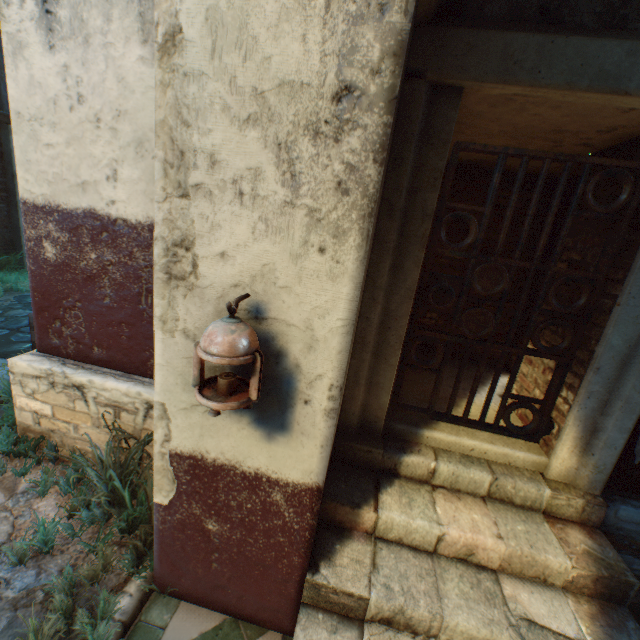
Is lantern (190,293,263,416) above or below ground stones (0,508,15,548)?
above

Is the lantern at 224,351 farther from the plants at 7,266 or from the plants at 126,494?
the plants at 7,266

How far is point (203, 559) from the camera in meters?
2.0 m

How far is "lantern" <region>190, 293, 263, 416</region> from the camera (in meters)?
1.28

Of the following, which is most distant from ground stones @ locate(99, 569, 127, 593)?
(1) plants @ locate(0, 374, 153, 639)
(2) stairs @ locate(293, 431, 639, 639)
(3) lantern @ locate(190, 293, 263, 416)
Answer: (3) lantern @ locate(190, 293, 263, 416)

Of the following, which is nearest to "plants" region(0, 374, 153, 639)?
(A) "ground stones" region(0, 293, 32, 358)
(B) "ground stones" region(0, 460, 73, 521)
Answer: (B) "ground stones" region(0, 460, 73, 521)

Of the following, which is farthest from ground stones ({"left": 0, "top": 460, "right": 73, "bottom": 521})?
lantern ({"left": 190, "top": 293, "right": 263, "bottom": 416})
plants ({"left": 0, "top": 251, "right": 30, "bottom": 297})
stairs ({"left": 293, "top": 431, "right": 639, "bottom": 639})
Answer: plants ({"left": 0, "top": 251, "right": 30, "bottom": 297})

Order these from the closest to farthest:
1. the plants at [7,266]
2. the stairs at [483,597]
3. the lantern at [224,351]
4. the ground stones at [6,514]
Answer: the lantern at [224,351]
the stairs at [483,597]
the ground stones at [6,514]
the plants at [7,266]
